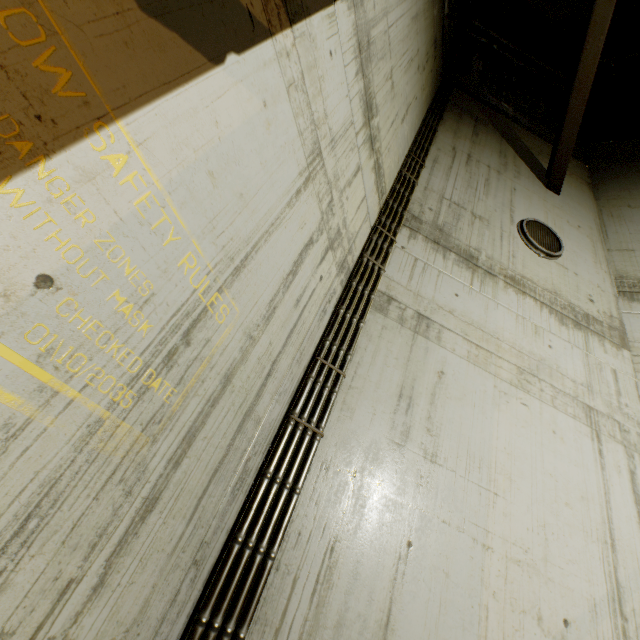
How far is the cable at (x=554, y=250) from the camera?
5.0m

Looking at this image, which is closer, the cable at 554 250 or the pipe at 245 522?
the pipe at 245 522

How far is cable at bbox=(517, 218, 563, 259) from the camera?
4.96m

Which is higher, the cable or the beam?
the beam

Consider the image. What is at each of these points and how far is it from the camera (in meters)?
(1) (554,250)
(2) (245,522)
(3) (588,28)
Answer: (1) cable, 5.09
(2) pipe, 2.06
(3) beam, 4.58

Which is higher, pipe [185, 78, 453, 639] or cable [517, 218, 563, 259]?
cable [517, 218, 563, 259]

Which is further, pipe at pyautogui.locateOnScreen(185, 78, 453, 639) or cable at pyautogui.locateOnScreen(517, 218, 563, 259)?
cable at pyautogui.locateOnScreen(517, 218, 563, 259)

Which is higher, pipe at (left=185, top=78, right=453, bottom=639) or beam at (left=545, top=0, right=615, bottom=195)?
beam at (left=545, top=0, right=615, bottom=195)
